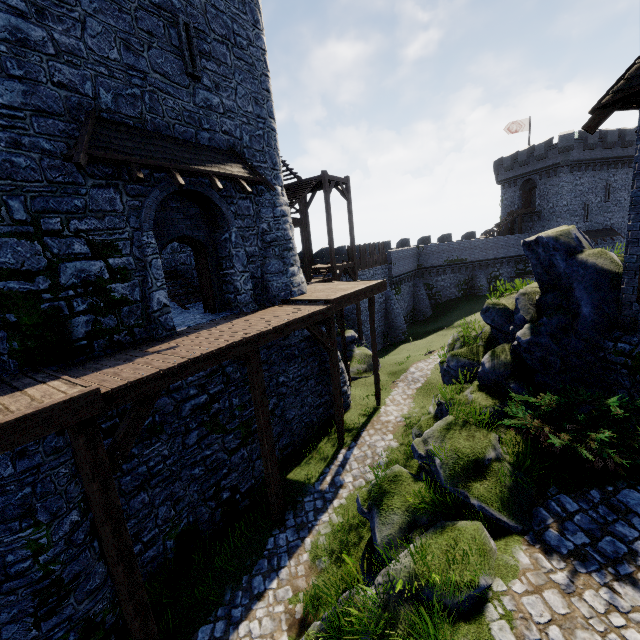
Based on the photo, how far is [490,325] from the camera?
11.5m

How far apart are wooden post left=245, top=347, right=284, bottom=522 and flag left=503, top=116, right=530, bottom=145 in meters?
47.9 m

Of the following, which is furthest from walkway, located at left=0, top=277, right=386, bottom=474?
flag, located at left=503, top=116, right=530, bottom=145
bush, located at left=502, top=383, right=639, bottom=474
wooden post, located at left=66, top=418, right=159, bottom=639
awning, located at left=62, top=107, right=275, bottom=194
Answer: flag, located at left=503, top=116, right=530, bottom=145

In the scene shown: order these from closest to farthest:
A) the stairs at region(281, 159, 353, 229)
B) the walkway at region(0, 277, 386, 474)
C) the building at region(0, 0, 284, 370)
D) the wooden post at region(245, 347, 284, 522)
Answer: the walkway at region(0, 277, 386, 474) < the building at region(0, 0, 284, 370) < the wooden post at region(245, 347, 284, 522) < the stairs at region(281, 159, 353, 229)

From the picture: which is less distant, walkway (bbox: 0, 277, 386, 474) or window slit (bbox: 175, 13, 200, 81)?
walkway (bbox: 0, 277, 386, 474)

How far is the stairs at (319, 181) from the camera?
19.14m

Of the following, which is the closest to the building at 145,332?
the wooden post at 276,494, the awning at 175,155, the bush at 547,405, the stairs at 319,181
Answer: the awning at 175,155

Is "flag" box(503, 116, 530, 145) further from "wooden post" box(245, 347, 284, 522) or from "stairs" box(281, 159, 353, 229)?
"wooden post" box(245, 347, 284, 522)
